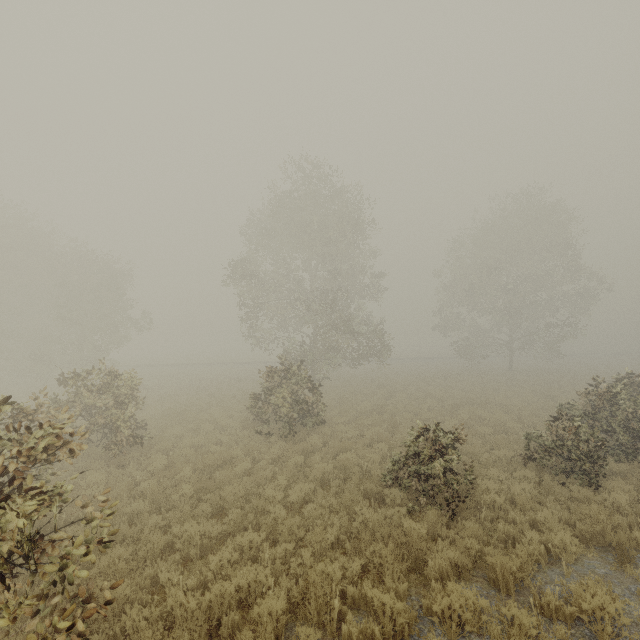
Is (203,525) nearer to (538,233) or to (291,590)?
(291,590)

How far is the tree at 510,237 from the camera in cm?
2923

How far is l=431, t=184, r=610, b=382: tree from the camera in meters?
29.2 m
